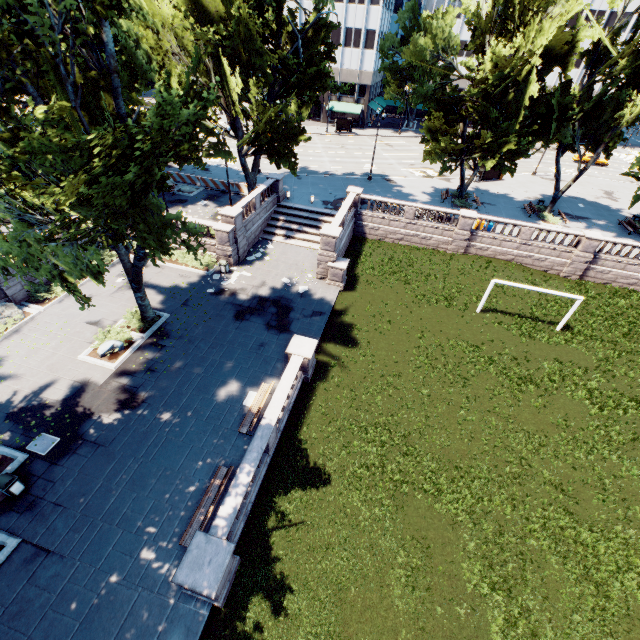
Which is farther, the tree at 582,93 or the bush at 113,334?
the tree at 582,93

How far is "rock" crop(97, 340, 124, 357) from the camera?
18.0 meters

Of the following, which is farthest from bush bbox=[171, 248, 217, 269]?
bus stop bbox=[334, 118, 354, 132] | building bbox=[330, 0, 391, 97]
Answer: building bbox=[330, 0, 391, 97]

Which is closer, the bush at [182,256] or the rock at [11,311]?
the rock at [11,311]

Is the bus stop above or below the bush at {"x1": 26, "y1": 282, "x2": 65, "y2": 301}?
above

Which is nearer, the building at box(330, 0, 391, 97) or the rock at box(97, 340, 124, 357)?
the rock at box(97, 340, 124, 357)

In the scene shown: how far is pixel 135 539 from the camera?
12.0 meters

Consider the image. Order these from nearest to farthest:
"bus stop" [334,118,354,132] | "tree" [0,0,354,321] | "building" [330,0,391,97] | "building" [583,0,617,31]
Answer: "tree" [0,0,354,321], "building" [330,0,391,97], "building" [583,0,617,31], "bus stop" [334,118,354,132]
